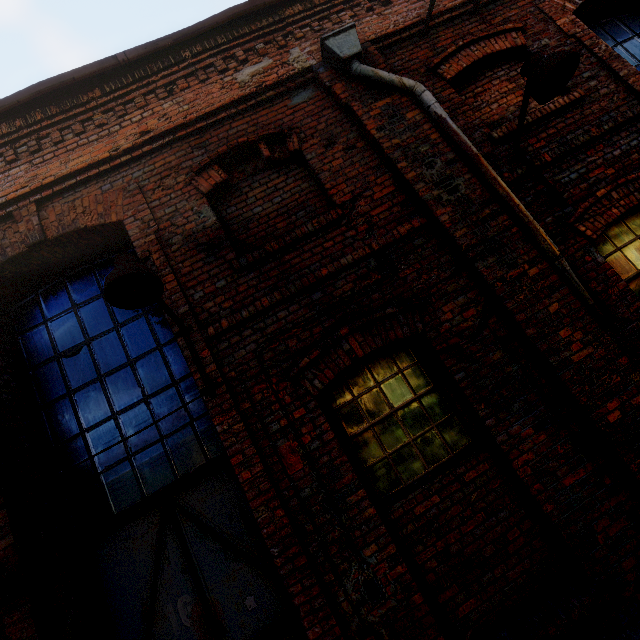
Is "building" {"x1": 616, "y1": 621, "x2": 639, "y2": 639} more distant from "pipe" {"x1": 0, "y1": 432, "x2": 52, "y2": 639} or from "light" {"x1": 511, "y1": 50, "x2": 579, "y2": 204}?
"light" {"x1": 511, "y1": 50, "x2": 579, "y2": 204}

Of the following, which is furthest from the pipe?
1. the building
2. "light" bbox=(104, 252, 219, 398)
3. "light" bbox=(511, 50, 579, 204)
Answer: "light" bbox=(511, 50, 579, 204)

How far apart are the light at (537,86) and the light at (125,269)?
3.85m

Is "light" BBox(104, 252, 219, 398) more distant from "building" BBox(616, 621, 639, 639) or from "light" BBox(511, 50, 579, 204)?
"light" BBox(511, 50, 579, 204)

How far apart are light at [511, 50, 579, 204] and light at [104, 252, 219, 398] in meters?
3.9

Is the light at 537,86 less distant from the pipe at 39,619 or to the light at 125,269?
the light at 125,269

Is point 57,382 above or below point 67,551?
above
